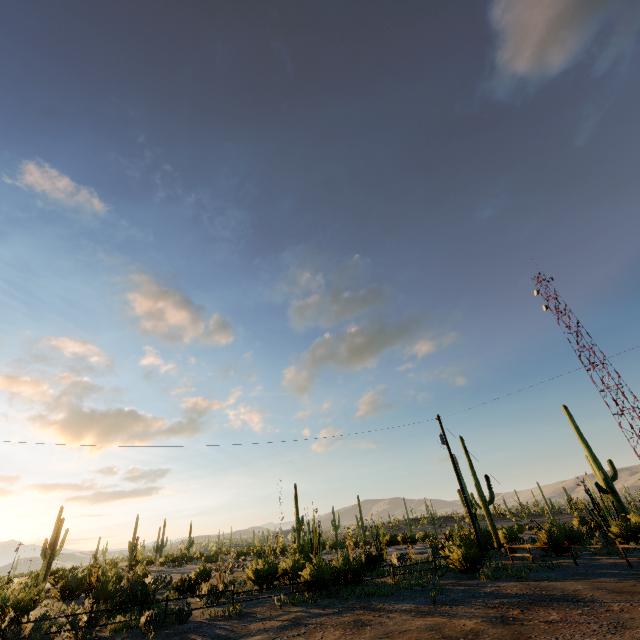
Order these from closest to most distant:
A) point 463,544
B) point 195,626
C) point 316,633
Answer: point 316,633 < point 195,626 < point 463,544
